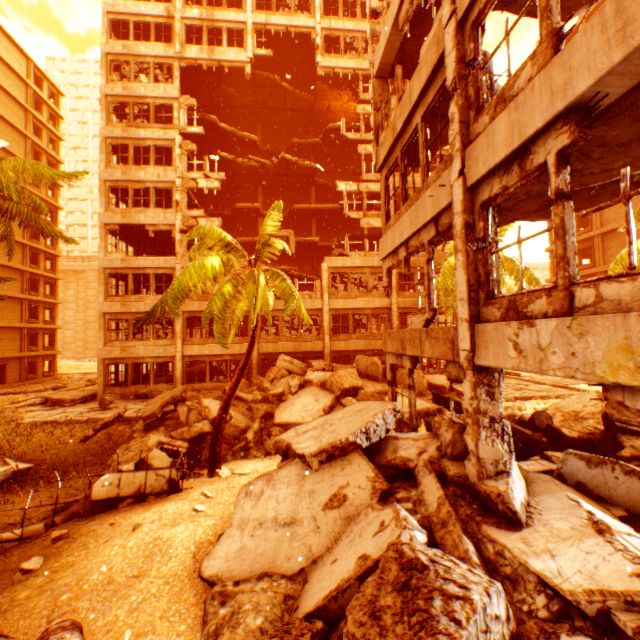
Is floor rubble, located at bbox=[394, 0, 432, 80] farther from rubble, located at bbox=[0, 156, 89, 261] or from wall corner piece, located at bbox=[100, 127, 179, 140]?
wall corner piece, located at bbox=[100, 127, 179, 140]

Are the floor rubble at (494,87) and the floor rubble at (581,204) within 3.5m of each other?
yes

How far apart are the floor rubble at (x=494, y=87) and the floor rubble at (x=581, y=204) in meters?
2.5 m

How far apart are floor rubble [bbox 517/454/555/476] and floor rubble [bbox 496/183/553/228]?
5.6m

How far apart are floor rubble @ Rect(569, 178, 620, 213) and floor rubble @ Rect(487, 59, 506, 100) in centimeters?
247cm

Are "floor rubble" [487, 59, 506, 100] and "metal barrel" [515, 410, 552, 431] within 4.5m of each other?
no

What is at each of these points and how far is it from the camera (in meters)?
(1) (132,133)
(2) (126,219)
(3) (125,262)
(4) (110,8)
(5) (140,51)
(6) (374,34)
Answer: (1) wall corner piece, 22.05
(2) wall corner piece, 21.69
(3) wall corner piece, 21.53
(4) wall corner piece, 22.36
(5) wall corner piece, 22.42
(6) pillar, 10.93

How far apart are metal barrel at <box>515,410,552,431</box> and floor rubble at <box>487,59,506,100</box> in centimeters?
799cm
